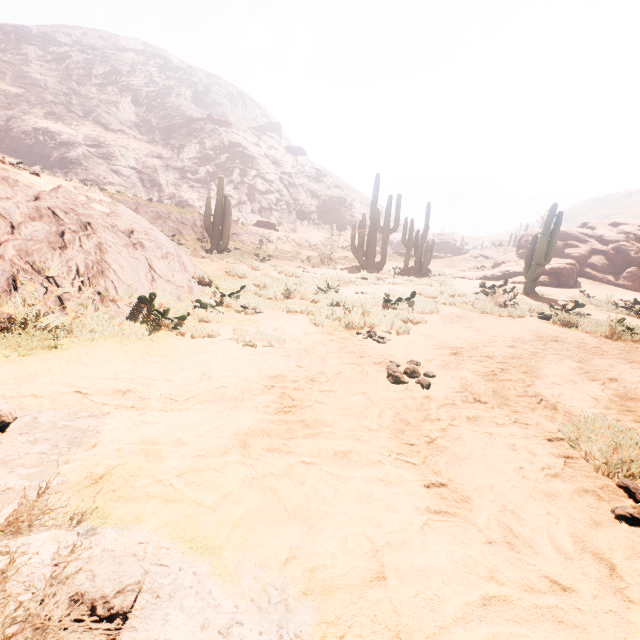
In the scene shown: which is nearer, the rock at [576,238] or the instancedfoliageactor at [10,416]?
the instancedfoliageactor at [10,416]

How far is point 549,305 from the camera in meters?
11.0 m

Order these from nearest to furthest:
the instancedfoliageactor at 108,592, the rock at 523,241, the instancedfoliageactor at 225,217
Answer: the instancedfoliageactor at 108,592
the instancedfoliageactor at 225,217
the rock at 523,241

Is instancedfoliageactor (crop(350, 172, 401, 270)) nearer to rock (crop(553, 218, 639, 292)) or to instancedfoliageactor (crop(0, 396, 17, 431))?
rock (crop(553, 218, 639, 292))

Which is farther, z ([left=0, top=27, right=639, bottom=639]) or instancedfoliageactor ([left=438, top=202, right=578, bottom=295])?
instancedfoliageactor ([left=438, top=202, right=578, bottom=295])

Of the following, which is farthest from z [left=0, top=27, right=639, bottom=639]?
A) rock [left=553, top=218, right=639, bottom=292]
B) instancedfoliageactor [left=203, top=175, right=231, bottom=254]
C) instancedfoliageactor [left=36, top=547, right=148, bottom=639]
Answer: rock [left=553, top=218, right=639, bottom=292]

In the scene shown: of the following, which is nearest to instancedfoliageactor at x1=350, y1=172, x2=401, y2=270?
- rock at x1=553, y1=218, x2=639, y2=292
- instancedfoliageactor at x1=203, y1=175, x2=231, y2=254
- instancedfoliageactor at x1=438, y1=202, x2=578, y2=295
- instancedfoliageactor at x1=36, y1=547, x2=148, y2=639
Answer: instancedfoliageactor at x1=438, y1=202, x2=578, y2=295

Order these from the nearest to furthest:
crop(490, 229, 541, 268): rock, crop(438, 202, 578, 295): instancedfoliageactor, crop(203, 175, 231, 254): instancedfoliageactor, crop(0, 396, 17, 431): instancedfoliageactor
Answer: crop(0, 396, 17, 431): instancedfoliageactor < crop(438, 202, 578, 295): instancedfoliageactor < crop(203, 175, 231, 254): instancedfoliageactor < crop(490, 229, 541, 268): rock
